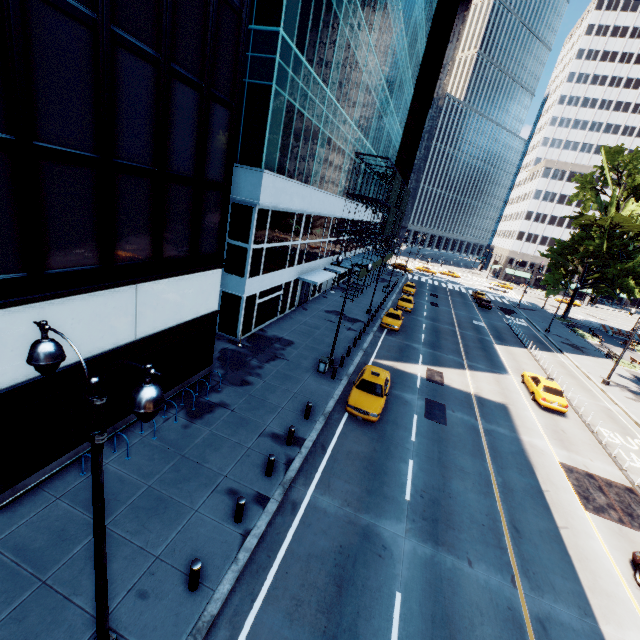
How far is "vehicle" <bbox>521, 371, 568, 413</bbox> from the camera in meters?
21.8

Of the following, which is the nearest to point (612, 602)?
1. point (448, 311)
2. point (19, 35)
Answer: point (19, 35)

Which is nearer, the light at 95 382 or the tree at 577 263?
→ the light at 95 382

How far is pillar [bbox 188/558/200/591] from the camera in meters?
8.0 m

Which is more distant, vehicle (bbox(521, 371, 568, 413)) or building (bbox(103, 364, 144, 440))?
vehicle (bbox(521, 371, 568, 413))

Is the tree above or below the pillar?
above

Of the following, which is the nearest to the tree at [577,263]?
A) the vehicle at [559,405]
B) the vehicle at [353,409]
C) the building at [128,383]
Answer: the vehicle at [559,405]

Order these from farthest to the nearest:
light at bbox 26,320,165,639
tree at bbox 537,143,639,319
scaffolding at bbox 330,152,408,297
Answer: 1. tree at bbox 537,143,639,319
2. scaffolding at bbox 330,152,408,297
3. light at bbox 26,320,165,639
